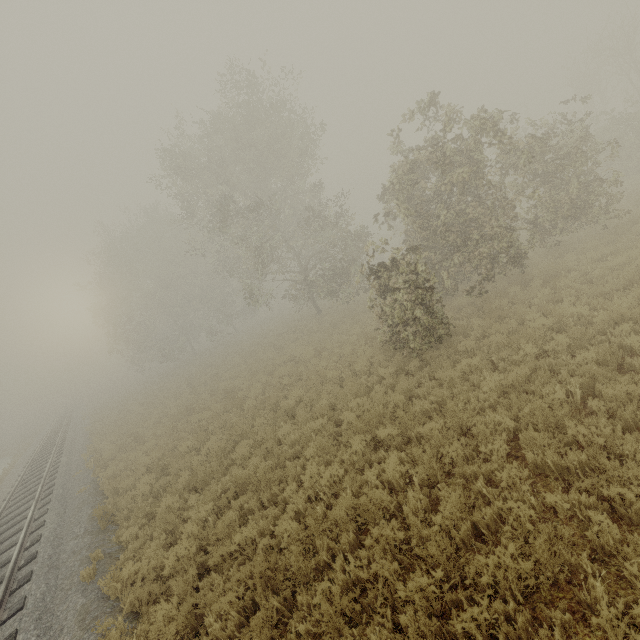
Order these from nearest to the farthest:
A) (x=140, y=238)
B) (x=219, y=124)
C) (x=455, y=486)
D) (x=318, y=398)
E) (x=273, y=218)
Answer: (x=455, y=486) → (x=318, y=398) → (x=219, y=124) → (x=273, y=218) → (x=140, y=238)
